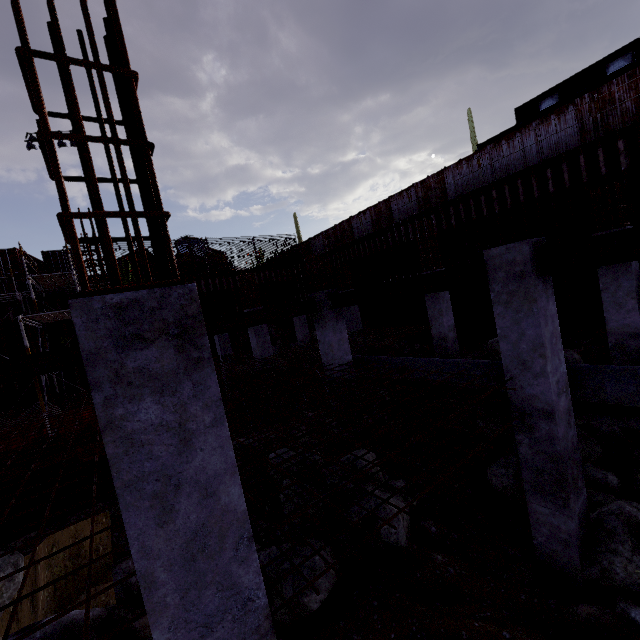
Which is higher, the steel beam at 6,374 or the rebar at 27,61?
the rebar at 27,61

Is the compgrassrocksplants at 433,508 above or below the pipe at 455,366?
below

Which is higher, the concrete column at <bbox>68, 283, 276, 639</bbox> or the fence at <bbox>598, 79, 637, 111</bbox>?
the fence at <bbox>598, 79, 637, 111</bbox>

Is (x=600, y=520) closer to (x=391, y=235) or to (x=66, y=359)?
(x=66, y=359)

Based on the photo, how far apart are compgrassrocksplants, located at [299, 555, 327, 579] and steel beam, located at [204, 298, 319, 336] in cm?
321

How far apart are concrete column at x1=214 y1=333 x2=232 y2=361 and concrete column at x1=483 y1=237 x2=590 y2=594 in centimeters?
1432cm

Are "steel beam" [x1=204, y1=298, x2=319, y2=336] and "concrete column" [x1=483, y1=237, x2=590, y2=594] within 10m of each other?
yes

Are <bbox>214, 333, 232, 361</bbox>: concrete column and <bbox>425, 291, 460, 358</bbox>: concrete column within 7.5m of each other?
no
